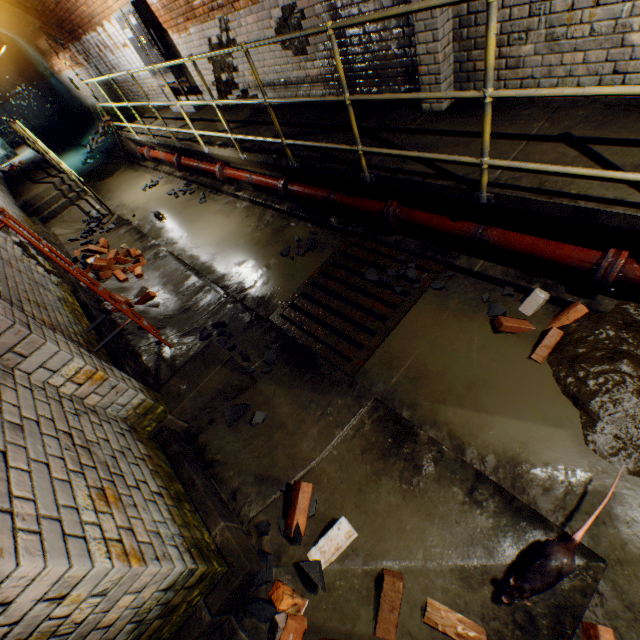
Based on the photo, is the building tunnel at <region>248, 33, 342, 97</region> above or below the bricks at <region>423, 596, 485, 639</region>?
above

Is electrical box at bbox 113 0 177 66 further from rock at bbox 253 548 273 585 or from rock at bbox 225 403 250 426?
rock at bbox 253 548 273 585

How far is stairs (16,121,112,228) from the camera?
7.6m

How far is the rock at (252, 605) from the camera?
1.84m

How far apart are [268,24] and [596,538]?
6.60m

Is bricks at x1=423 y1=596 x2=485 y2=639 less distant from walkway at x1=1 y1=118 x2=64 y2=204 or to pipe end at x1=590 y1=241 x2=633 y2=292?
pipe end at x1=590 y1=241 x2=633 y2=292

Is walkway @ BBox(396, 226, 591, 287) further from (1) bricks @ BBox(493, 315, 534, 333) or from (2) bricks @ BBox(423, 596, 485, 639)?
(2) bricks @ BBox(423, 596, 485, 639)

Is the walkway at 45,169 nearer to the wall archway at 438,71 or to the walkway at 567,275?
the walkway at 567,275
